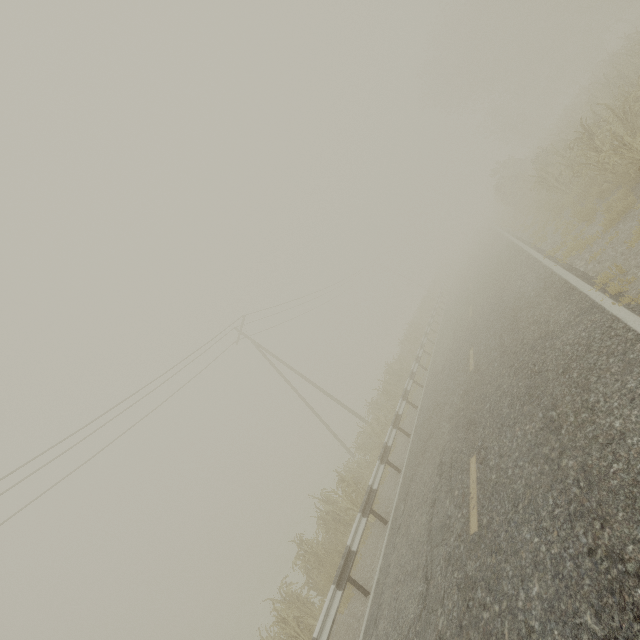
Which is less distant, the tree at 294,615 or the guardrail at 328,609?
the guardrail at 328,609

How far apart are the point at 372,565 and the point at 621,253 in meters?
9.5 m

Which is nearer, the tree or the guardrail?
the guardrail
